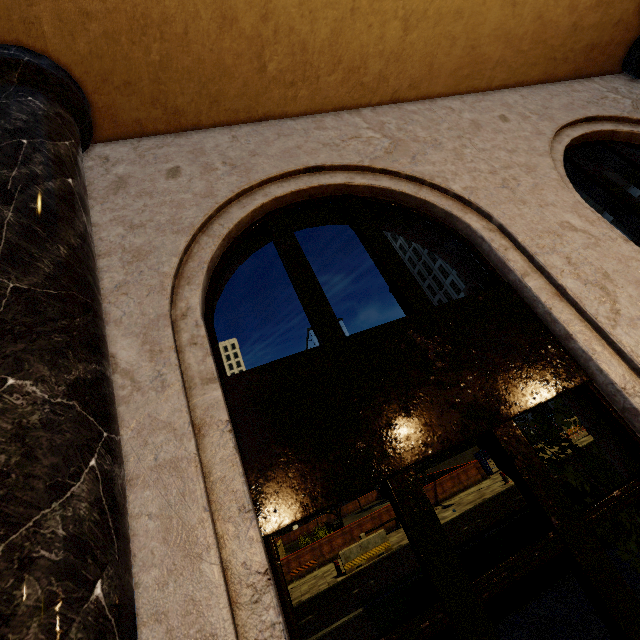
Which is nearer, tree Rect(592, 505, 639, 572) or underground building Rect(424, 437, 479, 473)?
tree Rect(592, 505, 639, 572)

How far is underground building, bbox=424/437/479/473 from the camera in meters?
35.2

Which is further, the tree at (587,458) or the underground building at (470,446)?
the underground building at (470,446)

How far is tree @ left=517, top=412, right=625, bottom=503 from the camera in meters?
4.6 m

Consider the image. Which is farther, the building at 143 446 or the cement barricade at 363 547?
the cement barricade at 363 547

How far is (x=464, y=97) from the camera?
4.25m

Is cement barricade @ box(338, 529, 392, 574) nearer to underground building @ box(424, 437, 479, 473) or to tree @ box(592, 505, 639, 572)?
tree @ box(592, 505, 639, 572)
